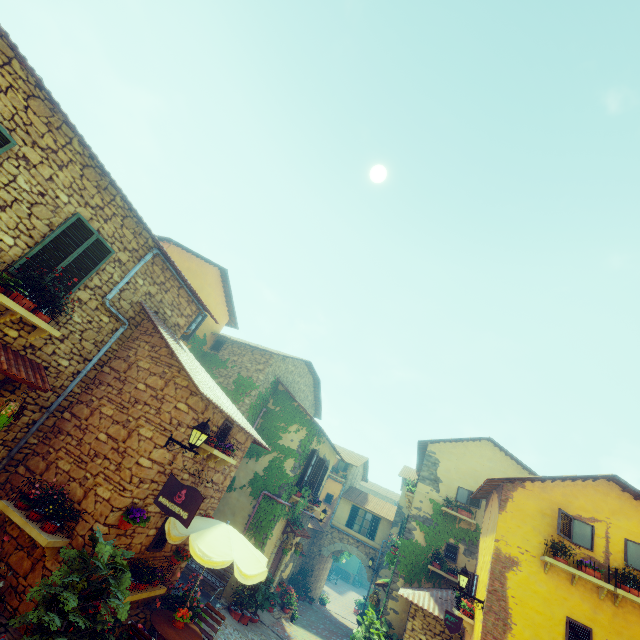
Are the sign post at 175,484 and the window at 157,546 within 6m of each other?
yes

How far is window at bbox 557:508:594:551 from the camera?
9.2 meters

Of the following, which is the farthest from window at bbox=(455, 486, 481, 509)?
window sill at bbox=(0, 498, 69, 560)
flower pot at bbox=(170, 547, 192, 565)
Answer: window sill at bbox=(0, 498, 69, 560)

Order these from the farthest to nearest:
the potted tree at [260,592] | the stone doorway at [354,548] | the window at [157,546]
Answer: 1. the stone doorway at [354,548]
2. the potted tree at [260,592]
3. the window at [157,546]

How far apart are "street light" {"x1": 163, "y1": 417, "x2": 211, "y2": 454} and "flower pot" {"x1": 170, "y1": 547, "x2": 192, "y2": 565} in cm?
357

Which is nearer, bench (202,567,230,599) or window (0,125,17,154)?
window (0,125,17,154)

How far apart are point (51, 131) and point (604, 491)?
16.7 meters

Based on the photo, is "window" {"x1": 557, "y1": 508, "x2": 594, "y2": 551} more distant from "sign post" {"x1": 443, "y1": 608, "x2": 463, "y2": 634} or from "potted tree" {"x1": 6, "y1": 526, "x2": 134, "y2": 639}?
"potted tree" {"x1": 6, "y1": 526, "x2": 134, "y2": 639}
